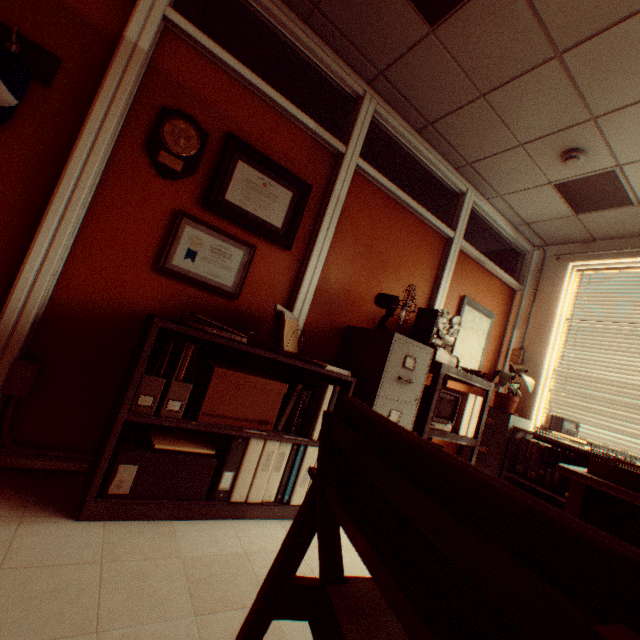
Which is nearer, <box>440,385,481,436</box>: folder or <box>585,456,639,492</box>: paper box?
<box>585,456,639,492</box>: paper box

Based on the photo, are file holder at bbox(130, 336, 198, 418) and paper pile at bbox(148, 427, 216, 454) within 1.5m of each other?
yes

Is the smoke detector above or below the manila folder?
above

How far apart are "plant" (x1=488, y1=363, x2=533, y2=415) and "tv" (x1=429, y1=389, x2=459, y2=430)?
1.2 meters

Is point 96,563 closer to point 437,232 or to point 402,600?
point 402,600

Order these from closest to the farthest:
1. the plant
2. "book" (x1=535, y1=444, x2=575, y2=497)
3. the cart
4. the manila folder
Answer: the manila folder → the cart → "book" (x1=535, y1=444, x2=575, y2=497) → the plant

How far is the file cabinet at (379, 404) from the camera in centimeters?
246cm

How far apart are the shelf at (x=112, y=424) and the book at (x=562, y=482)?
2.6 meters
